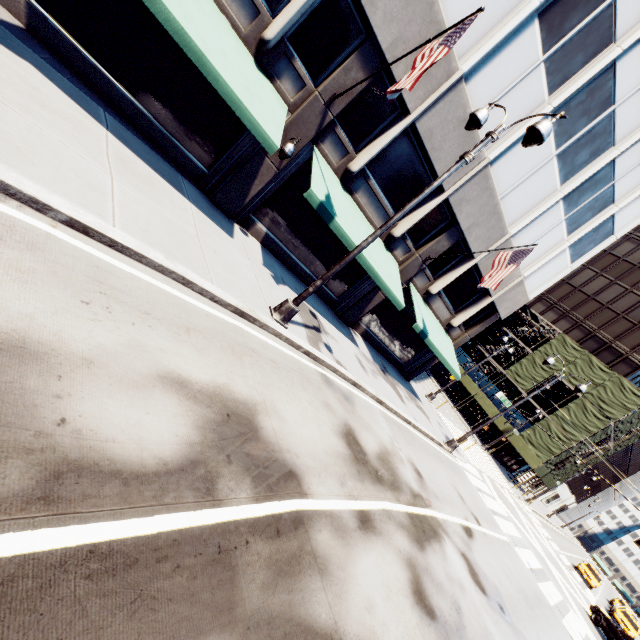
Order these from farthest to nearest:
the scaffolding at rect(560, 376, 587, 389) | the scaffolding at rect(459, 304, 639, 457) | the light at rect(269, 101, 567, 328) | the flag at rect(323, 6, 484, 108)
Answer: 1. the scaffolding at rect(560, 376, 587, 389)
2. the scaffolding at rect(459, 304, 639, 457)
3. the flag at rect(323, 6, 484, 108)
4. the light at rect(269, 101, 567, 328)

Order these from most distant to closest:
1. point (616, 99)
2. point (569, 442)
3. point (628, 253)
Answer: point (628, 253)
point (569, 442)
point (616, 99)

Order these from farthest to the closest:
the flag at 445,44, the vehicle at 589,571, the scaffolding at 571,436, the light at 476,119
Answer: the scaffolding at 571,436
the vehicle at 589,571
the flag at 445,44
the light at 476,119

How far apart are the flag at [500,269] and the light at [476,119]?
6.3m

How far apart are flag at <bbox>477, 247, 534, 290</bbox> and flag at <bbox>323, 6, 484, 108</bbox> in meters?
7.8

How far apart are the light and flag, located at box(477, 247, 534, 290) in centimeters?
634cm

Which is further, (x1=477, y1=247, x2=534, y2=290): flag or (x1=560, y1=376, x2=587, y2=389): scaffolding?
(x1=560, y1=376, x2=587, y2=389): scaffolding

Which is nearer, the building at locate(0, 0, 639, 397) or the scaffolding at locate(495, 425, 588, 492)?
the building at locate(0, 0, 639, 397)
